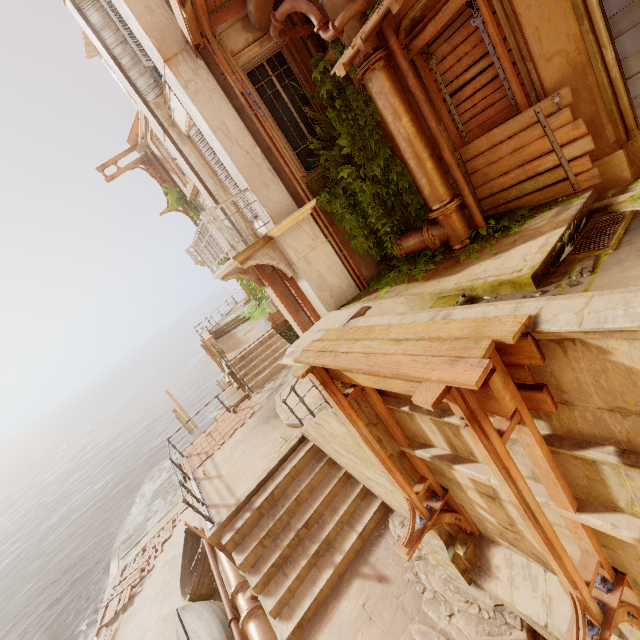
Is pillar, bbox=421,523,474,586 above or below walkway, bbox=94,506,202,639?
above

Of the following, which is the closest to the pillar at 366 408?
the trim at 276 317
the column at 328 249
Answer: the column at 328 249

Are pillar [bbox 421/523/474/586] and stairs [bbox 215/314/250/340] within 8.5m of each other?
no

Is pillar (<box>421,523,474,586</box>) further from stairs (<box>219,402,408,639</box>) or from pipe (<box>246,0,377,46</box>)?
pipe (<box>246,0,377,46</box>)

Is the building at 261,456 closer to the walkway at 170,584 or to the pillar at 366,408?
the walkway at 170,584

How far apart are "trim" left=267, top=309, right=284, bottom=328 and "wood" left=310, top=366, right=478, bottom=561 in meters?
12.3

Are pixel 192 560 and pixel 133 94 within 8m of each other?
no

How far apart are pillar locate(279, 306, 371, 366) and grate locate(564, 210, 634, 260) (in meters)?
2.79
